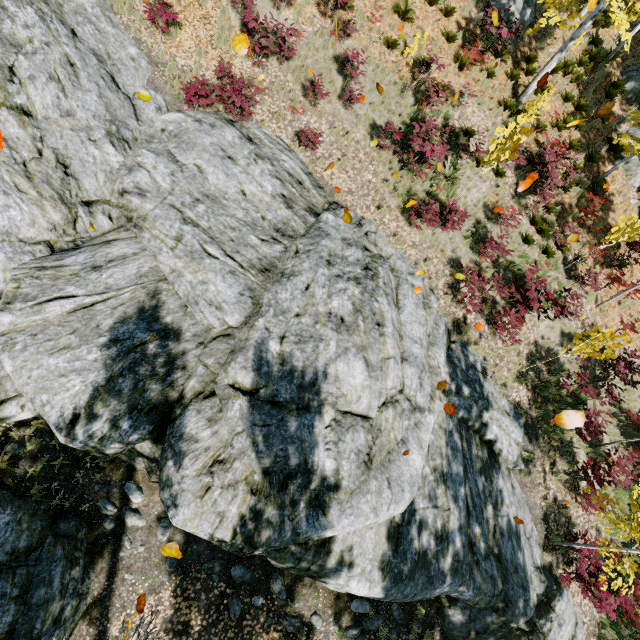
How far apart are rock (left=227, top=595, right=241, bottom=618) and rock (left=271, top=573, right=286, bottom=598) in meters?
0.7 m

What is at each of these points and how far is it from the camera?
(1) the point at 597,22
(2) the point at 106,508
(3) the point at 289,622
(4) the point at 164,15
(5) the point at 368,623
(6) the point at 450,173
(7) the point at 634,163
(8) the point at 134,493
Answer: (1) instancedfoliageactor, 15.48m
(2) rock, 7.36m
(3) rock, 7.99m
(4) instancedfoliageactor, 9.22m
(5) rock, 8.62m
(6) instancedfoliageactor, 12.26m
(7) rock, 14.98m
(8) rock, 7.59m

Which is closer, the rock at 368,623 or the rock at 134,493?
the rock at 134,493

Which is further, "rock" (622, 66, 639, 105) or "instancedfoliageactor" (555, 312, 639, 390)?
"rock" (622, 66, 639, 105)

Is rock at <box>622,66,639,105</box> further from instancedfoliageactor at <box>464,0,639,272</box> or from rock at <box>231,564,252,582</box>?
rock at <box>231,564,252,582</box>

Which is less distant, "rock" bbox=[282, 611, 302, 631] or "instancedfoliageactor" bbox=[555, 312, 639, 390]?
Answer: "rock" bbox=[282, 611, 302, 631]

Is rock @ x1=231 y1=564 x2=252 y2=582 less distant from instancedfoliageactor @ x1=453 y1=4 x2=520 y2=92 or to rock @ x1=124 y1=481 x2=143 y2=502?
rock @ x1=124 y1=481 x2=143 y2=502
